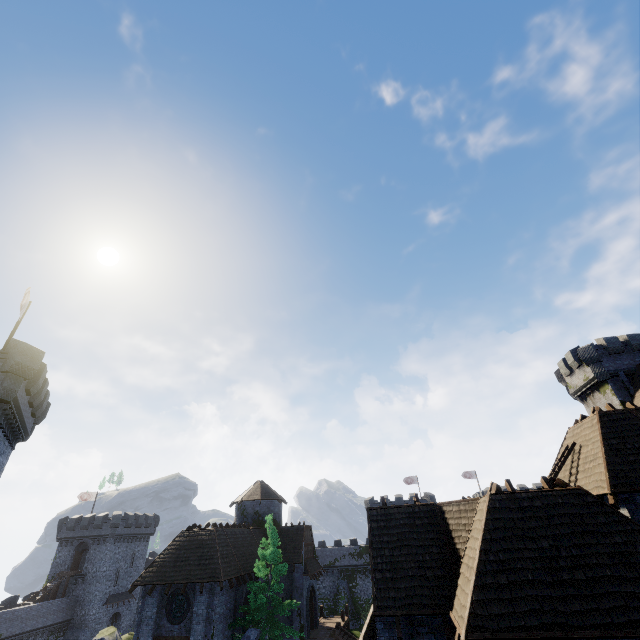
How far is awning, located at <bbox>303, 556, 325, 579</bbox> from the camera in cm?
3194

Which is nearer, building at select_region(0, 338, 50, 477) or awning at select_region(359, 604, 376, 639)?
awning at select_region(359, 604, 376, 639)

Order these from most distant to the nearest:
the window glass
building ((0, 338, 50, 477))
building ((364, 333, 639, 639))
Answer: the window glass → building ((0, 338, 50, 477)) → building ((364, 333, 639, 639))

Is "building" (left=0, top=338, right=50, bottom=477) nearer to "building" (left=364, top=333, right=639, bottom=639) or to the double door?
"building" (left=364, top=333, right=639, bottom=639)

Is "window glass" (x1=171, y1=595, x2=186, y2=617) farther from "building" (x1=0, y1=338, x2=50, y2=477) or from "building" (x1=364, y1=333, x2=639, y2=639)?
"building" (x1=364, y1=333, x2=639, y2=639)

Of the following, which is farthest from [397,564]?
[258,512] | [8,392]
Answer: [258,512]

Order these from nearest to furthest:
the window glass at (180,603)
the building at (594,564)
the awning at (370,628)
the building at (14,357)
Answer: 1. the building at (594,564)
2. the awning at (370,628)
3. the building at (14,357)
4. the window glass at (180,603)

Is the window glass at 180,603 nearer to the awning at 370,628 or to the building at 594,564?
the awning at 370,628
